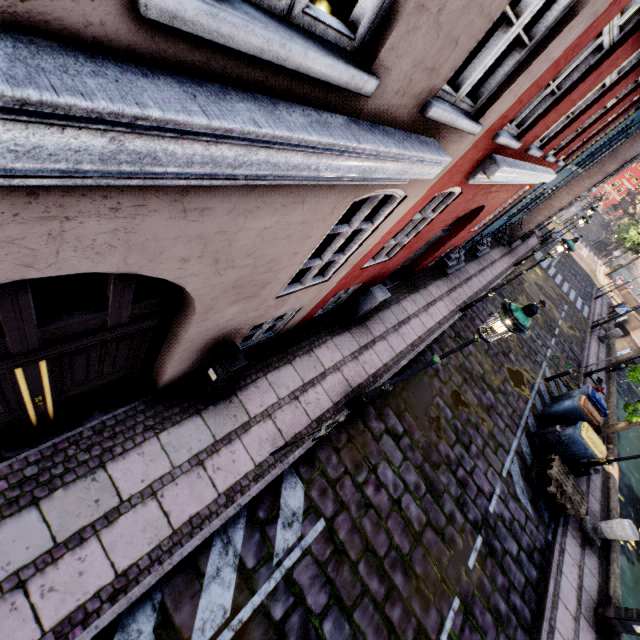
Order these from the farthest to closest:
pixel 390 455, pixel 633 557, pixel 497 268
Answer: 1. pixel 497 268
2. pixel 633 557
3. pixel 390 455

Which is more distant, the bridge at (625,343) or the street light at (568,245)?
the bridge at (625,343)

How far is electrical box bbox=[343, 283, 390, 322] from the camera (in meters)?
7.31

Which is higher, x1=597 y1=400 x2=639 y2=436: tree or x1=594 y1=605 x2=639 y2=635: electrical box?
x1=597 y1=400 x2=639 y2=436: tree

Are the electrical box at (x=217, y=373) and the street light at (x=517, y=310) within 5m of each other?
yes

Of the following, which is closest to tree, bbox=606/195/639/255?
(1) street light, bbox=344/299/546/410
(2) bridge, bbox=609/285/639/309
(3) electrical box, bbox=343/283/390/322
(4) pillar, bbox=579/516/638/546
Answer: (2) bridge, bbox=609/285/639/309

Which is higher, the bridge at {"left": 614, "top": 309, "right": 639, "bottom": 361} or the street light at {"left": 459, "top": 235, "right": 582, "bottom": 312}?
the street light at {"left": 459, "top": 235, "right": 582, "bottom": 312}

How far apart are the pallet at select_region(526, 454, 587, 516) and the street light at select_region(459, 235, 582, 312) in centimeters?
495cm
